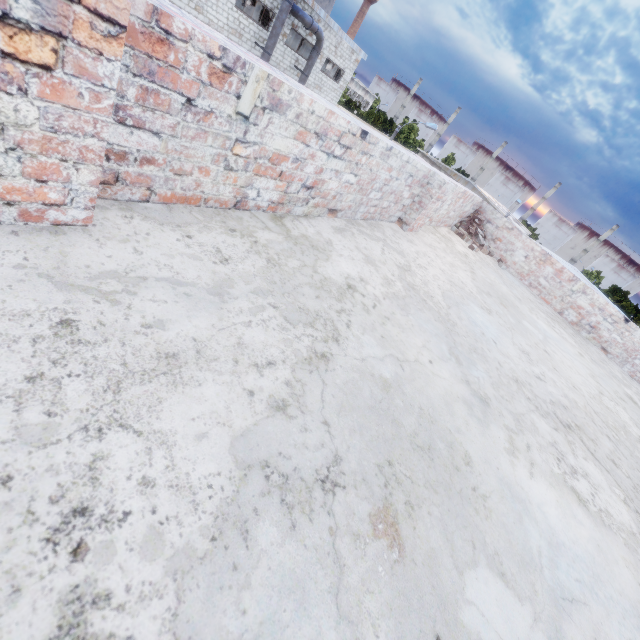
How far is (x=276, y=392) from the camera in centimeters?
130cm

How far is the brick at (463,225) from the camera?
7.0m

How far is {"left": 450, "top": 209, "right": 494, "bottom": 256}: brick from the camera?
7.0 meters
